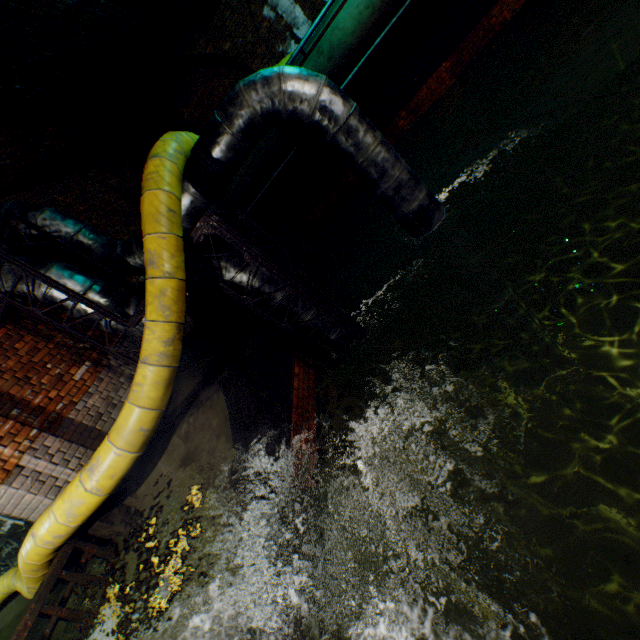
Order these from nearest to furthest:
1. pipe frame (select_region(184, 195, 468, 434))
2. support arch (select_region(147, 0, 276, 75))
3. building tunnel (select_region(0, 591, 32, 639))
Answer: pipe frame (select_region(184, 195, 468, 434)), building tunnel (select_region(0, 591, 32, 639)), support arch (select_region(147, 0, 276, 75))

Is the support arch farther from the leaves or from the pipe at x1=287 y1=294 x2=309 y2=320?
the leaves

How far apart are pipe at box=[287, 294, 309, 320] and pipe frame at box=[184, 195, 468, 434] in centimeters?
2cm

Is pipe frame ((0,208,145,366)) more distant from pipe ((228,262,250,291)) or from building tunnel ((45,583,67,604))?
building tunnel ((45,583,67,604))

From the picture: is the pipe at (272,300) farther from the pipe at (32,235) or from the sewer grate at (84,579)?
the sewer grate at (84,579)

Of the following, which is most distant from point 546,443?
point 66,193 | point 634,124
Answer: point 66,193

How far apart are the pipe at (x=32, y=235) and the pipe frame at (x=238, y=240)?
0.3m
